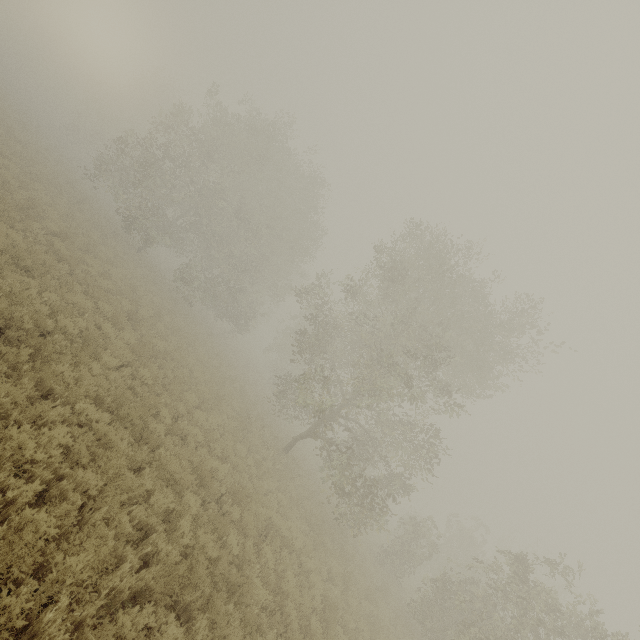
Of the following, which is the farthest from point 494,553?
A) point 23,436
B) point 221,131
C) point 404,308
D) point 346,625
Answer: point 221,131
